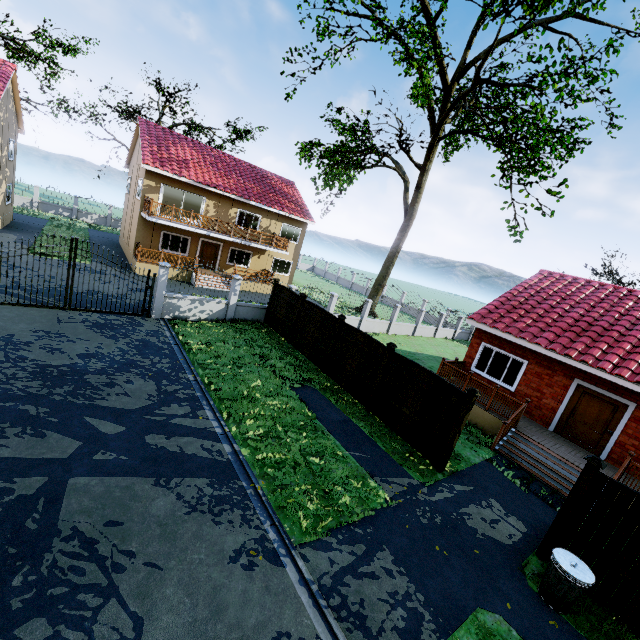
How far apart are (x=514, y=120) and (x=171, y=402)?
21.4 meters

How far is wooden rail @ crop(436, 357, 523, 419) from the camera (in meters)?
11.83

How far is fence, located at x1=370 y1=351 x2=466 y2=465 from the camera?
9.1 meters

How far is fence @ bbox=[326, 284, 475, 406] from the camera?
11.49m

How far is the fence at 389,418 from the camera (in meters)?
9.05

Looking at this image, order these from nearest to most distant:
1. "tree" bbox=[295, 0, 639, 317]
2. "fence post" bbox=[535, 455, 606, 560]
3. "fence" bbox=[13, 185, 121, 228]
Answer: "fence post" bbox=[535, 455, 606, 560], "tree" bbox=[295, 0, 639, 317], "fence" bbox=[13, 185, 121, 228]

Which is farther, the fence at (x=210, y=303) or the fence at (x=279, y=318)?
the fence at (x=279, y=318)

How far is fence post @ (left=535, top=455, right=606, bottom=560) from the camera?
6.5m
